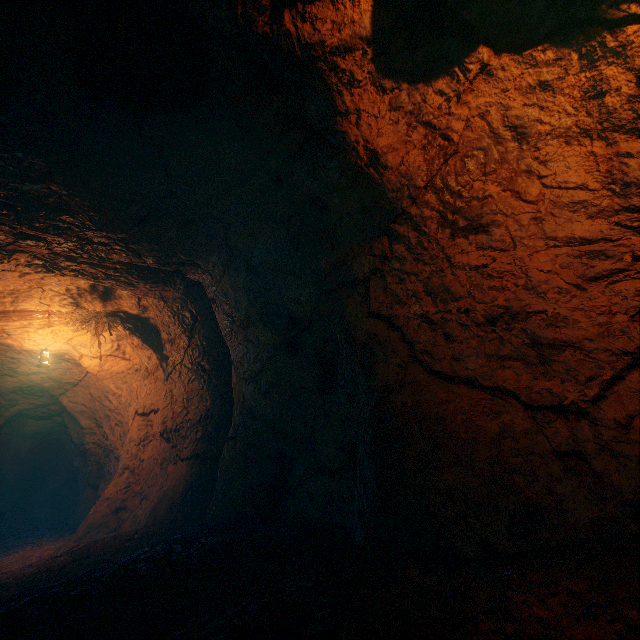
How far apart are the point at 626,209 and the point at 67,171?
6.1 meters
